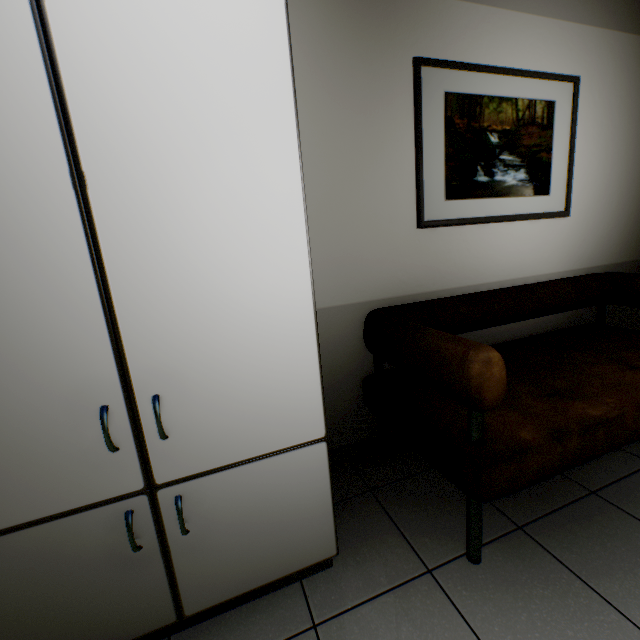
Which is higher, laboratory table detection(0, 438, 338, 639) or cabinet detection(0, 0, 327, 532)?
cabinet detection(0, 0, 327, 532)

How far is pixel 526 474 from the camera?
1.2 meters

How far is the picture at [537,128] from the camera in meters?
1.8 m

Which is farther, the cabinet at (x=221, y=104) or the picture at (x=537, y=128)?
the picture at (x=537, y=128)

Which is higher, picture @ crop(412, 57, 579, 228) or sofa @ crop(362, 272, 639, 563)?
picture @ crop(412, 57, 579, 228)

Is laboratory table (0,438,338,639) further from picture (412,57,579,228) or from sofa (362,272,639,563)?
picture (412,57,579,228)

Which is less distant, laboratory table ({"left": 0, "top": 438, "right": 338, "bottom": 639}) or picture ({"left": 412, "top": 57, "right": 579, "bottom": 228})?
laboratory table ({"left": 0, "top": 438, "right": 338, "bottom": 639})

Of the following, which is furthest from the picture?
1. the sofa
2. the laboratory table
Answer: the laboratory table
